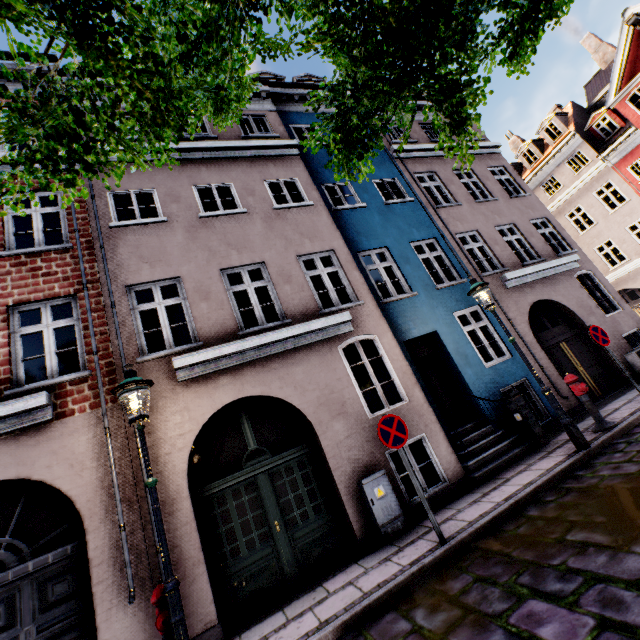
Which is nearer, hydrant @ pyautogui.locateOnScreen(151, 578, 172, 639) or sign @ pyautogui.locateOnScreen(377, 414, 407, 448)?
hydrant @ pyautogui.locateOnScreen(151, 578, 172, 639)

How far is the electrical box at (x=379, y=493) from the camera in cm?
579

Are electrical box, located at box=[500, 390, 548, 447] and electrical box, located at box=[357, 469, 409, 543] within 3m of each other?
no

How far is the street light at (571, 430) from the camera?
6.0m

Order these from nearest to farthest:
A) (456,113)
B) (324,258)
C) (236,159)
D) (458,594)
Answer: (456,113), (458,594), (236,159), (324,258)

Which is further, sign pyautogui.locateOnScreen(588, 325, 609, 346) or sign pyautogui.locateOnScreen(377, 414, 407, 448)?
sign pyautogui.locateOnScreen(588, 325, 609, 346)

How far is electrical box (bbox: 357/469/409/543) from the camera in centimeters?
579cm

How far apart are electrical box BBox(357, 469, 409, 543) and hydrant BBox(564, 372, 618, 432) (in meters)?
4.46
